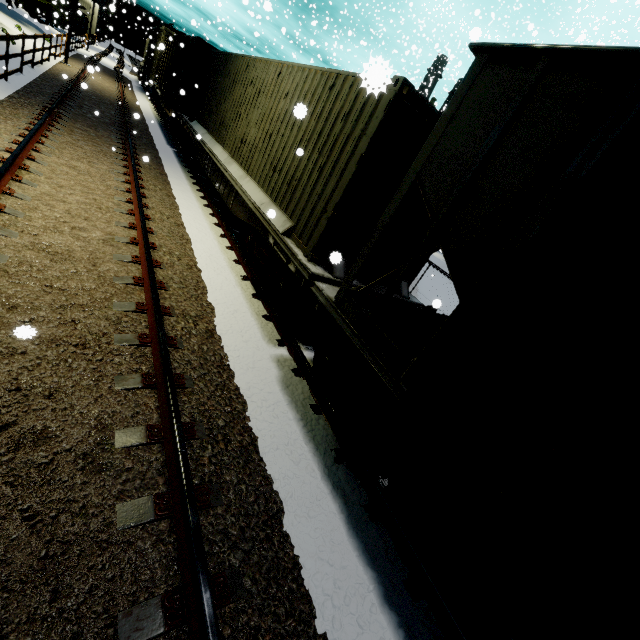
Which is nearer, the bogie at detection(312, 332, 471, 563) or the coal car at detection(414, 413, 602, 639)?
the coal car at detection(414, 413, 602, 639)

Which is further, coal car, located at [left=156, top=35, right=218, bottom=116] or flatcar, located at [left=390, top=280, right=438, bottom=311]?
coal car, located at [left=156, top=35, right=218, bottom=116]

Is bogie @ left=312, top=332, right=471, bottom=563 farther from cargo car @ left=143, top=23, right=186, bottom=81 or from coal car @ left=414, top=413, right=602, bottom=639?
cargo car @ left=143, top=23, right=186, bottom=81

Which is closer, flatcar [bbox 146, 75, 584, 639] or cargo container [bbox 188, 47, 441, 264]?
flatcar [bbox 146, 75, 584, 639]

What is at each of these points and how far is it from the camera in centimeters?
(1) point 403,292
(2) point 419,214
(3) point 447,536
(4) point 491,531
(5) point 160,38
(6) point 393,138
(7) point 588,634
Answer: (1) flatcar, 609cm
(2) cargo container door, 554cm
(3) bogie, 301cm
(4) flatcar, 247cm
(5) cargo car, 2322cm
(6) cargo container door, 446cm
(7) coal car, 187cm

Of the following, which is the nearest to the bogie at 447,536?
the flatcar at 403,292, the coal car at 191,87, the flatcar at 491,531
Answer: the flatcar at 491,531

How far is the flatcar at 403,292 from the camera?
5.5 meters

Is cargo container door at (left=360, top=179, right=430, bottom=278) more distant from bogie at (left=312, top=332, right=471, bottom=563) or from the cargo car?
the cargo car
